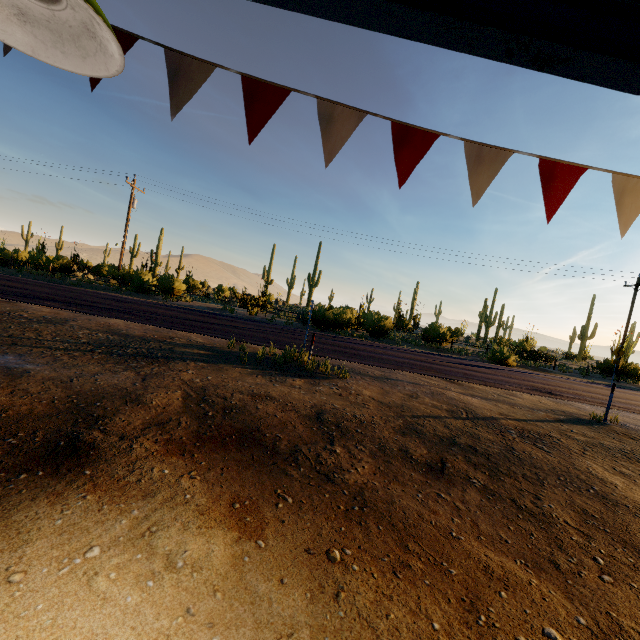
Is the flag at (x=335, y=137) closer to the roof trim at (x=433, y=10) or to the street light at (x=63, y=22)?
the roof trim at (x=433, y=10)

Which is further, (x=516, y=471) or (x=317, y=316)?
(x=317, y=316)

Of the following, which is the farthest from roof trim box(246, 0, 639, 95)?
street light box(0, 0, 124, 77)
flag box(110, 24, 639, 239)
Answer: street light box(0, 0, 124, 77)

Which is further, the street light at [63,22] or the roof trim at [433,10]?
the roof trim at [433,10]

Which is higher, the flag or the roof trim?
the roof trim

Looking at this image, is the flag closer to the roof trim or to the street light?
the roof trim

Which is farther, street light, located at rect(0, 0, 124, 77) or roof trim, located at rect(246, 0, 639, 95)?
roof trim, located at rect(246, 0, 639, 95)
